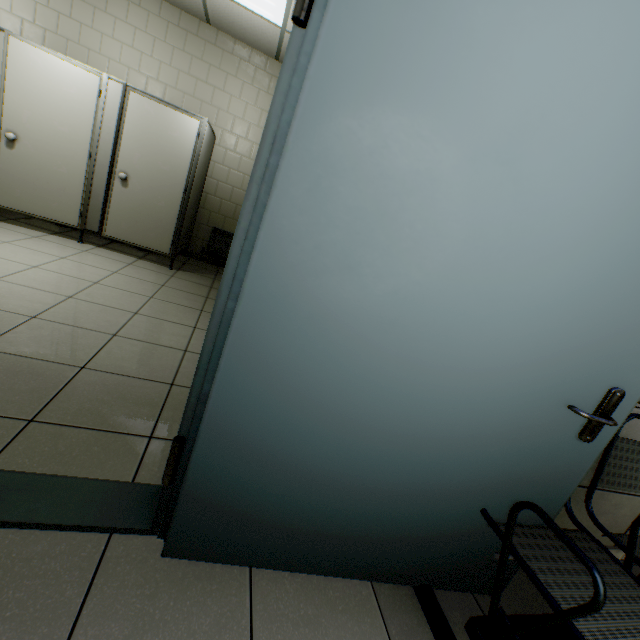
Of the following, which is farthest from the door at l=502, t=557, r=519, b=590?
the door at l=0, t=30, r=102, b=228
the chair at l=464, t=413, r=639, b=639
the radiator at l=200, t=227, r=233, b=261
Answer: the radiator at l=200, t=227, r=233, b=261

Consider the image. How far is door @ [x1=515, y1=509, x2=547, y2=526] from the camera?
1.3 meters

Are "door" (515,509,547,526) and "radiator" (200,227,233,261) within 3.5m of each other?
no

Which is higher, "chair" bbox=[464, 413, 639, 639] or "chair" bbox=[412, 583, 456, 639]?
"chair" bbox=[464, 413, 639, 639]

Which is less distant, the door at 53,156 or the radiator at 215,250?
the door at 53,156

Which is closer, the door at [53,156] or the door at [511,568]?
the door at [511,568]

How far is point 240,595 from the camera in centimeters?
110cm

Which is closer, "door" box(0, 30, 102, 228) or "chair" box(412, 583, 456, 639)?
"chair" box(412, 583, 456, 639)
